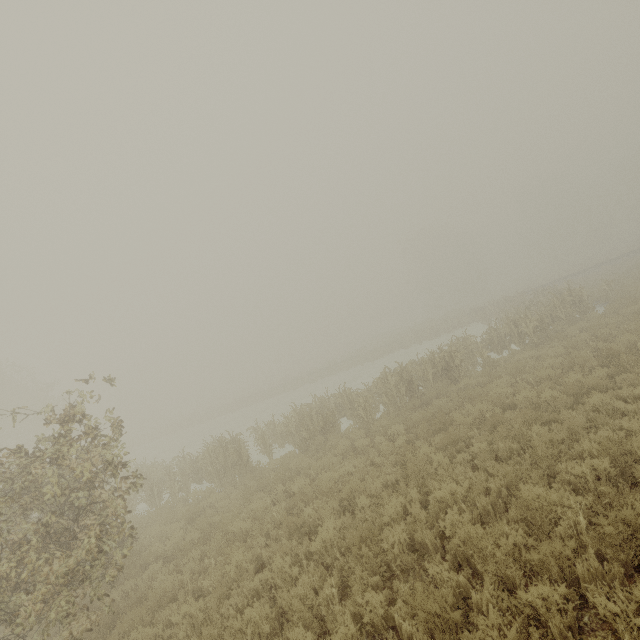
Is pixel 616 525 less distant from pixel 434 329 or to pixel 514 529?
pixel 514 529
